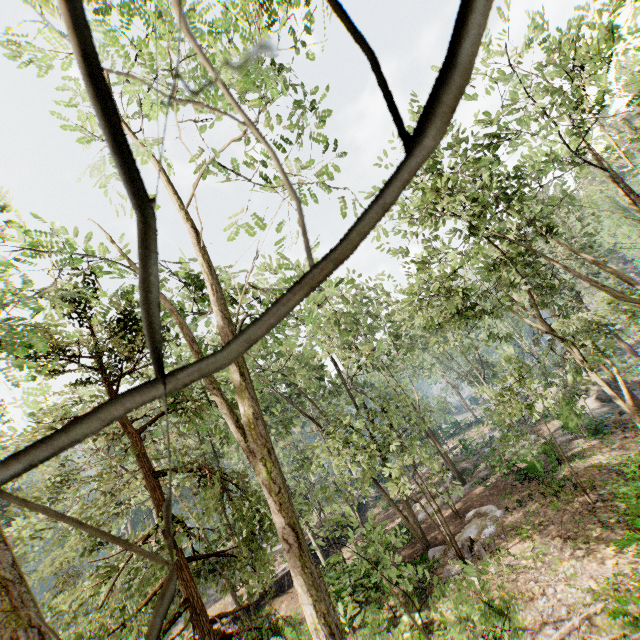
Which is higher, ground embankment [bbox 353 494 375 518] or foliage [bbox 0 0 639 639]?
foliage [bbox 0 0 639 639]

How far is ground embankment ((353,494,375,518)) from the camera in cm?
3616

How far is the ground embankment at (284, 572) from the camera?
24.7 meters

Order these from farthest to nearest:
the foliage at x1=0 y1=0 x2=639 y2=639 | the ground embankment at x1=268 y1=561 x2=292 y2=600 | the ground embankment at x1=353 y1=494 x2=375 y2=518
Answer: the ground embankment at x1=353 y1=494 x2=375 y2=518, the ground embankment at x1=268 y1=561 x2=292 y2=600, the foliage at x1=0 y1=0 x2=639 y2=639

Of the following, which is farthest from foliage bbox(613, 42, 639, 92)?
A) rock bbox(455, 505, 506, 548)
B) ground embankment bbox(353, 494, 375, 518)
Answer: rock bbox(455, 505, 506, 548)

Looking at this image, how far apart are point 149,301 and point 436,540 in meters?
24.5

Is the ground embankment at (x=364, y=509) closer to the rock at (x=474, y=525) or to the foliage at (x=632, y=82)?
the foliage at (x=632, y=82)

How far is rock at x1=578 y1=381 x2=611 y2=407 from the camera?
27.1 meters
